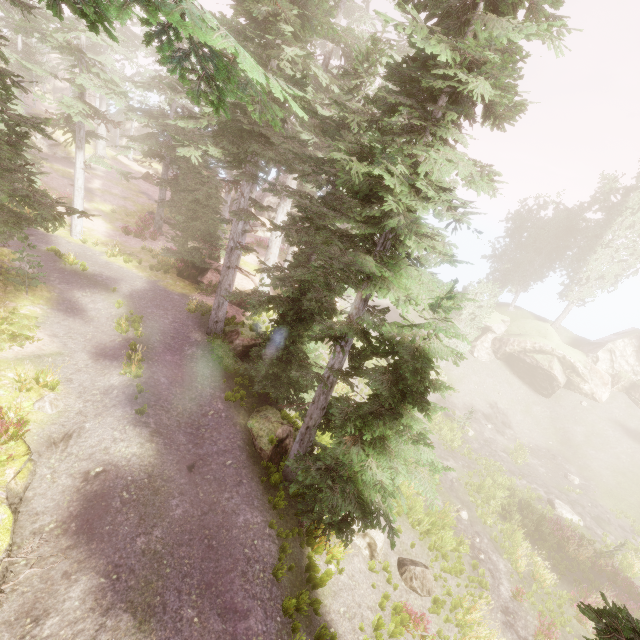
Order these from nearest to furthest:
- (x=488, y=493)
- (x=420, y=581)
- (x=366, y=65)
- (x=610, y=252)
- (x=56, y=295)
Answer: (x=420, y=581) → (x=56, y=295) → (x=366, y=65) → (x=488, y=493) → (x=610, y=252)

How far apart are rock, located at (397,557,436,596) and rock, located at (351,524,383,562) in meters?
0.8

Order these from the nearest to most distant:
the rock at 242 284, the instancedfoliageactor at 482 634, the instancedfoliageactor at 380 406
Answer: the instancedfoliageactor at 380 406 < the instancedfoliageactor at 482 634 < the rock at 242 284

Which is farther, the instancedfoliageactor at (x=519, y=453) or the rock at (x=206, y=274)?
the instancedfoliageactor at (x=519, y=453)

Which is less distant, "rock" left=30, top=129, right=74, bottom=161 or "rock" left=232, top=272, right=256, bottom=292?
"rock" left=232, top=272, right=256, bottom=292

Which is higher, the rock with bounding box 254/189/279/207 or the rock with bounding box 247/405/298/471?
the rock with bounding box 254/189/279/207

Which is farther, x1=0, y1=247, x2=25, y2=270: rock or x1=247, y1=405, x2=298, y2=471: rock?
x1=0, y1=247, x2=25, y2=270: rock

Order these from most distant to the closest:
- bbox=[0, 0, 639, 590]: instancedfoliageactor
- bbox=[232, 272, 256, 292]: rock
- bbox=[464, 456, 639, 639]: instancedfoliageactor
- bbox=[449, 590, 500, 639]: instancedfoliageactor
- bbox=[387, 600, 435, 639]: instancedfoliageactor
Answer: bbox=[232, 272, 256, 292]: rock → bbox=[449, 590, 500, 639]: instancedfoliageactor → bbox=[387, 600, 435, 639]: instancedfoliageactor → bbox=[0, 0, 639, 590]: instancedfoliageactor → bbox=[464, 456, 639, 639]: instancedfoliageactor
